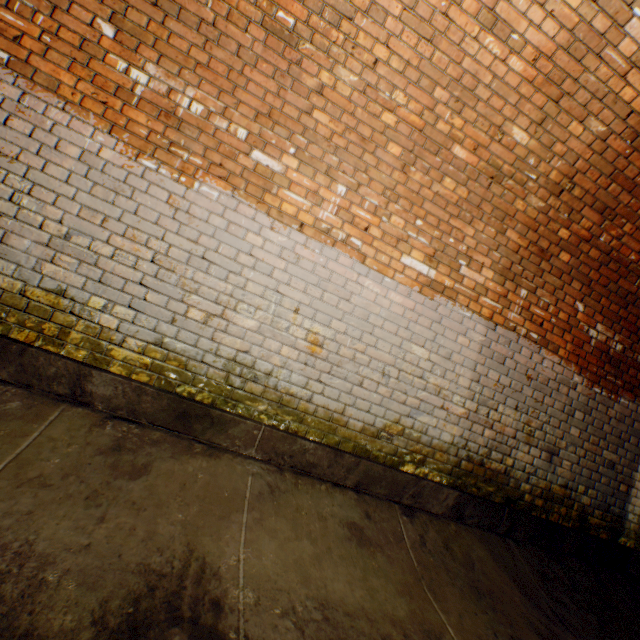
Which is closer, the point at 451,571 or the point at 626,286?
the point at 451,571
